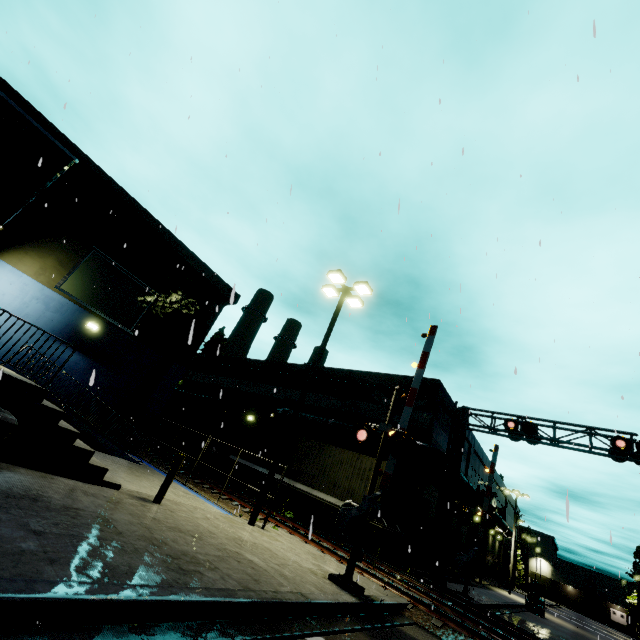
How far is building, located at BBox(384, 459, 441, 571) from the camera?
17.58m

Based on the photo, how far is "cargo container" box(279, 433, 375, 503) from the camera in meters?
16.1

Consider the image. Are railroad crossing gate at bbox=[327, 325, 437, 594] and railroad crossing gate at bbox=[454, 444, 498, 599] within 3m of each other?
no

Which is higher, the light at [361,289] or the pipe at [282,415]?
the light at [361,289]

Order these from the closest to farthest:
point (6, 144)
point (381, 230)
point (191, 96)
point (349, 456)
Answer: point (6, 144)
point (191, 96)
point (381, 230)
point (349, 456)

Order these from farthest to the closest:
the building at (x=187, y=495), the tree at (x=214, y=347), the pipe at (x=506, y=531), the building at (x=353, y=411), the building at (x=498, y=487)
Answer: the tree at (x=214, y=347), the building at (x=498, y=487), the pipe at (x=506, y=531), the building at (x=353, y=411), the building at (x=187, y=495)

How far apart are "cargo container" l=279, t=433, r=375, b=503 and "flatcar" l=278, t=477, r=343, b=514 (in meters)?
0.01

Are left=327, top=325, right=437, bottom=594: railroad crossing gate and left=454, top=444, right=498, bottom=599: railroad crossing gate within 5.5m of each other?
no
